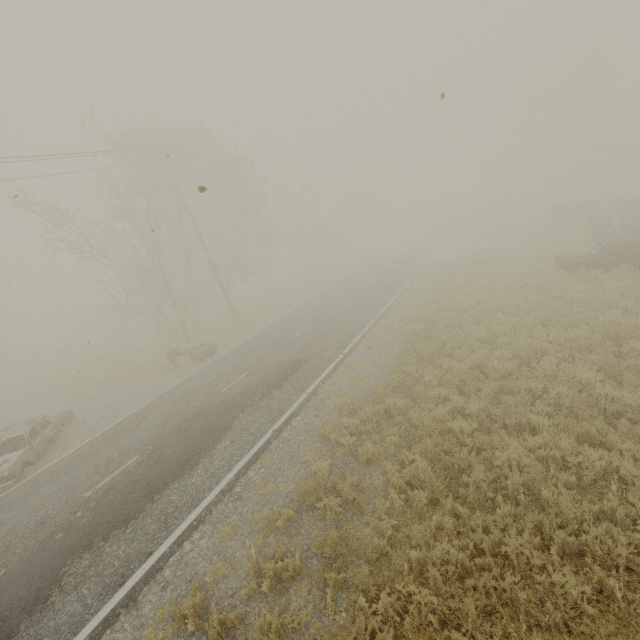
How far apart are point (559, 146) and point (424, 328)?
46.08m

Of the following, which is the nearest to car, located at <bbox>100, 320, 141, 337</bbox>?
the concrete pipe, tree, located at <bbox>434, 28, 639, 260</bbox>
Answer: the concrete pipe

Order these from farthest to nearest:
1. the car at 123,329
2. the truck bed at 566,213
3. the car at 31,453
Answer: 1. the car at 123,329
2. the truck bed at 566,213
3. the car at 31,453

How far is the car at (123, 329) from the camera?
29.8m

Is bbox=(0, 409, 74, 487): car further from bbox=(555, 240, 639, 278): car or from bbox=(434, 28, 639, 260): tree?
bbox=(434, 28, 639, 260): tree

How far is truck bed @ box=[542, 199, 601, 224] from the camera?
25.9 meters

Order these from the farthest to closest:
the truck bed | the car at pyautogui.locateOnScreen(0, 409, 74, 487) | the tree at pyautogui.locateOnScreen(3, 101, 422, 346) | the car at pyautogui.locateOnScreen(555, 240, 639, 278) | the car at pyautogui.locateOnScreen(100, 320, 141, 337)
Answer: the car at pyautogui.locateOnScreen(100, 320, 141, 337) → the truck bed → the tree at pyautogui.locateOnScreen(3, 101, 422, 346) → the car at pyautogui.locateOnScreen(555, 240, 639, 278) → the car at pyautogui.locateOnScreen(0, 409, 74, 487)

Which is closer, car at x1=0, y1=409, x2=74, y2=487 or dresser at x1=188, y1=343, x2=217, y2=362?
car at x1=0, y1=409, x2=74, y2=487
